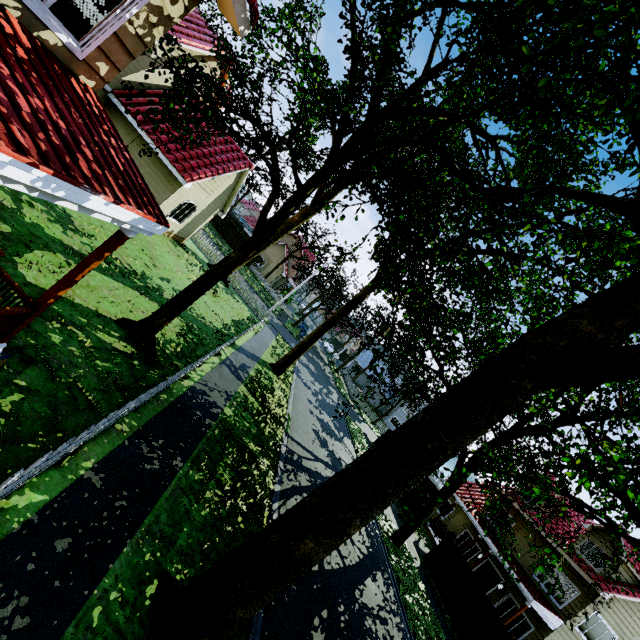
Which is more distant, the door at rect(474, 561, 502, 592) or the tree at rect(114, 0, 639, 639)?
the door at rect(474, 561, 502, 592)

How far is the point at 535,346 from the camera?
3.6m

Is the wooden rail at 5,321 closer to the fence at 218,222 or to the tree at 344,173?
the fence at 218,222

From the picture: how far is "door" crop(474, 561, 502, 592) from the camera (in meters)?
19.30

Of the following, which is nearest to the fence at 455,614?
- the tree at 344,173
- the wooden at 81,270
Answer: the tree at 344,173

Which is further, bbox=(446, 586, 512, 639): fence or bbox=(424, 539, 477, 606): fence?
bbox=(424, 539, 477, 606): fence

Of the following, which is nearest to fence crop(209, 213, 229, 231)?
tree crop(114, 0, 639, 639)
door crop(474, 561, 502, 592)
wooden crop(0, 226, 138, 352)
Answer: tree crop(114, 0, 639, 639)

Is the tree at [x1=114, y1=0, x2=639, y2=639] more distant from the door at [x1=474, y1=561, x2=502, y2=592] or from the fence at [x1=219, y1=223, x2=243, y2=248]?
the door at [x1=474, y1=561, x2=502, y2=592]
